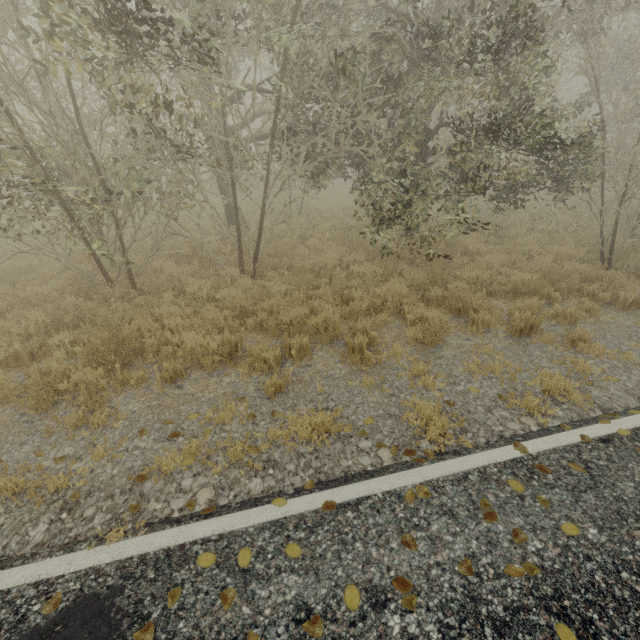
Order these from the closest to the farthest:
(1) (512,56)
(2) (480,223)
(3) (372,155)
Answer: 1. (1) (512,56)
2. (3) (372,155)
3. (2) (480,223)
